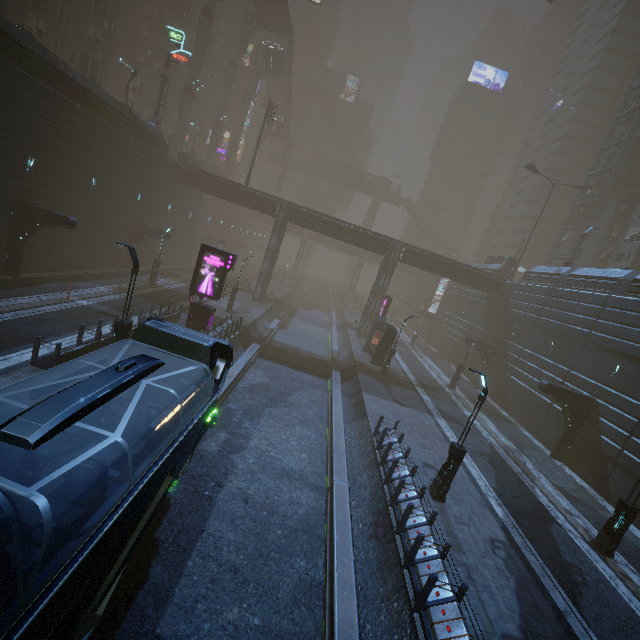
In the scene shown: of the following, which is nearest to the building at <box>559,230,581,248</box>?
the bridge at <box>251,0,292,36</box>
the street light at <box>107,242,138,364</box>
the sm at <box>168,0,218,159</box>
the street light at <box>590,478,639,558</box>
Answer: the street light at <box>107,242,138,364</box>

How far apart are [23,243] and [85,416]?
20.75m

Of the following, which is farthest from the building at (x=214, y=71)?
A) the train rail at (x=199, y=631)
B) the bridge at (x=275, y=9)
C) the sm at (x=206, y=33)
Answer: the bridge at (x=275, y=9)

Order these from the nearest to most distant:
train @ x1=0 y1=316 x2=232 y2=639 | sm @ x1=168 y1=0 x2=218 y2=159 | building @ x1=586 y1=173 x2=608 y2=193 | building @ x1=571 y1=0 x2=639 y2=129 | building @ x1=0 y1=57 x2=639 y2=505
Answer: train @ x1=0 y1=316 x2=232 y2=639, building @ x1=0 y1=57 x2=639 y2=505, sm @ x1=168 y1=0 x2=218 y2=159, building @ x1=586 y1=173 x2=608 y2=193, building @ x1=571 y1=0 x2=639 y2=129

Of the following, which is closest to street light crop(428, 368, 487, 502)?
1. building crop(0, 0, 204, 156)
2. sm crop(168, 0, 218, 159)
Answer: building crop(0, 0, 204, 156)

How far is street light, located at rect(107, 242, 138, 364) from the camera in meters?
13.1

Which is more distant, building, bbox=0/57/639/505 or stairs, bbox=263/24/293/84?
stairs, bbox=263/24/293/84

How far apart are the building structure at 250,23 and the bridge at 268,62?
3.6m
